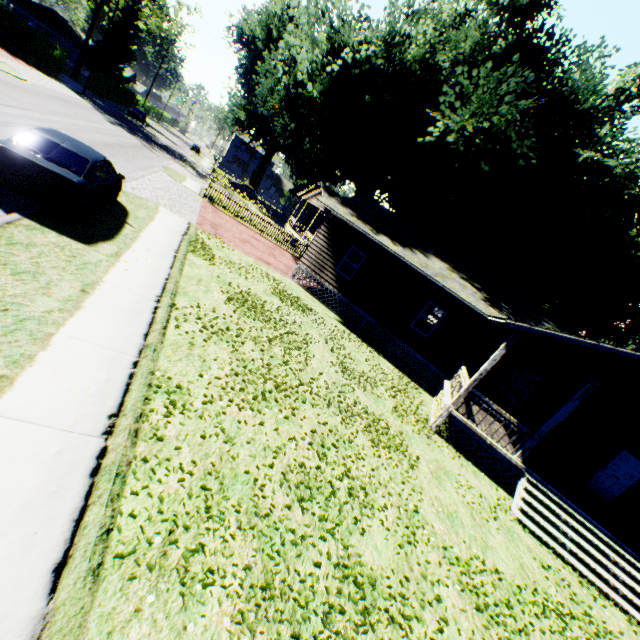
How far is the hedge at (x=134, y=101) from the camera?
43.2 meters

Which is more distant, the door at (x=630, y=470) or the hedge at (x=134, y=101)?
the hedge at (x=134, y=101)

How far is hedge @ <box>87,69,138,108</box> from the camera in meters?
43.2 m

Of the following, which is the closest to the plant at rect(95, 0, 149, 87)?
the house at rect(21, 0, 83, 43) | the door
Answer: the house at rect(21, 0, 83, 43)

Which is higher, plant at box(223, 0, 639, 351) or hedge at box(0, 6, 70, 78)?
plant at box(223, 0, 639, 351)

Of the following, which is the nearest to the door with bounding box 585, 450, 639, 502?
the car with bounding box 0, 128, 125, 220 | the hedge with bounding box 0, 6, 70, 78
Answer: the car with bounding box 0, 128, 125, 220

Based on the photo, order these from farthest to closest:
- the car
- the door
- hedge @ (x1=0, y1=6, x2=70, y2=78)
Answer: hedge @ (x1=0, y1=6, x2=70, y2=78) < the door < the car

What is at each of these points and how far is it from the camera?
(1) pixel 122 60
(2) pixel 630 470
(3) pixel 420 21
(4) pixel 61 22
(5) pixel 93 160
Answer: (1) plant, 55.3m
(2) door, 13.4m
(3) plant, 16.9m
(4) house, 58.1m
(5) car, 8.4m
